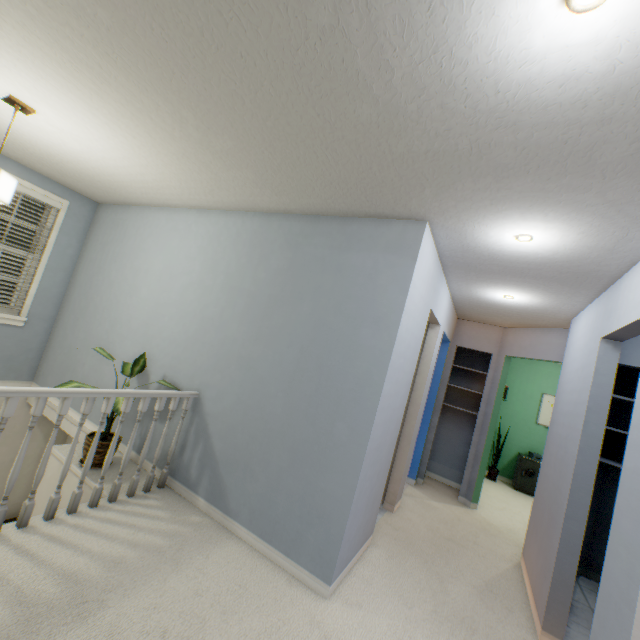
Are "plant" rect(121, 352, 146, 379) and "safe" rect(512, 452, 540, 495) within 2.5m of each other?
no

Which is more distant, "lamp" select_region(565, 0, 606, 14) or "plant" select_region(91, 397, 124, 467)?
"plant" select_region(91, 397, 124, 467)

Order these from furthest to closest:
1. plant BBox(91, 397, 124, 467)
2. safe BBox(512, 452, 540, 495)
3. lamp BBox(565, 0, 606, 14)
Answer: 1. safe BBox(512, 452, 540, 495)
2. plant BBox(91, 397, 124, 467)
3. lamp BBox(565, 0, 606, 14)

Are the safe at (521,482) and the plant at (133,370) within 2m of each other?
no

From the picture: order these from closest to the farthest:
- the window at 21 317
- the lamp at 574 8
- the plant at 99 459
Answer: the lamp at 574 8 → the plant at 99 459 → the window at 21 317

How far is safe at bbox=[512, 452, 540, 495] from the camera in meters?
5.8

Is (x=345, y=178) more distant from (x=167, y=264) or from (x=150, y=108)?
(x=167, y=264)

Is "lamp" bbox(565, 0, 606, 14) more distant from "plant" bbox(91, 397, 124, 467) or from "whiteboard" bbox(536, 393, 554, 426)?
"whiteboard" bbox(536, 393, 554, 426)
